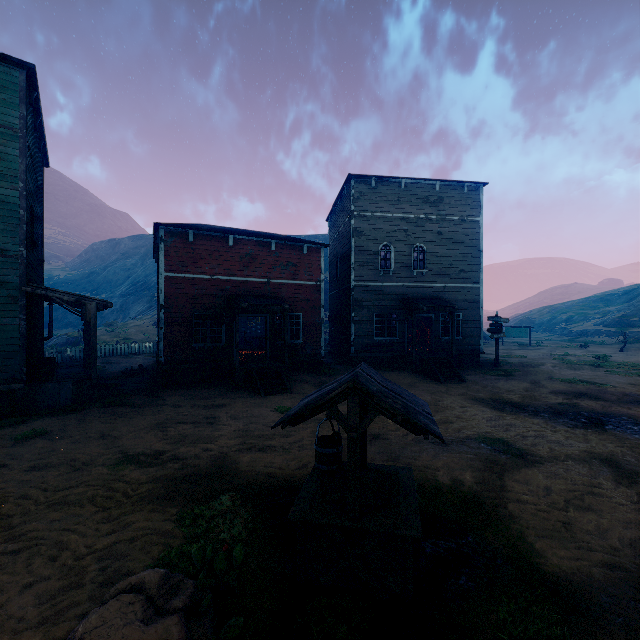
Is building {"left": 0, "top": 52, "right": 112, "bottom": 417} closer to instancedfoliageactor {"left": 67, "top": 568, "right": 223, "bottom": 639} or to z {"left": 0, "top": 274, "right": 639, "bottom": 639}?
z {"left": 0, "top": 274, "right": 639, "bottom": 639}

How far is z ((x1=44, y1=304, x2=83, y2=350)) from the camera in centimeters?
3025cm

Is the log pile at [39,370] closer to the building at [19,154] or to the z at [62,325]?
the building at [19,154]

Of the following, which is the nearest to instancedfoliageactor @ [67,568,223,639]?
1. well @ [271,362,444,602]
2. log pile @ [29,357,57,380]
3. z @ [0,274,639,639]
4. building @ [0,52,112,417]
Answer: z @ [0,274,639,639]

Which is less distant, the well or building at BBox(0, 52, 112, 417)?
the well

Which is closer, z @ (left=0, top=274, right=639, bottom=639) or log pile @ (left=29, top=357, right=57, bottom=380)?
z @ (left=0, top=274, right=639, bottom=639)

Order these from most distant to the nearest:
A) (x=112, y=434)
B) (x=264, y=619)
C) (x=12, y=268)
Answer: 1. (x=12, y=268)
2. (x=112, y=434)
3. (x=264, y=619)

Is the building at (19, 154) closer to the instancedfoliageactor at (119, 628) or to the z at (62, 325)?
the z at (62, 325)
